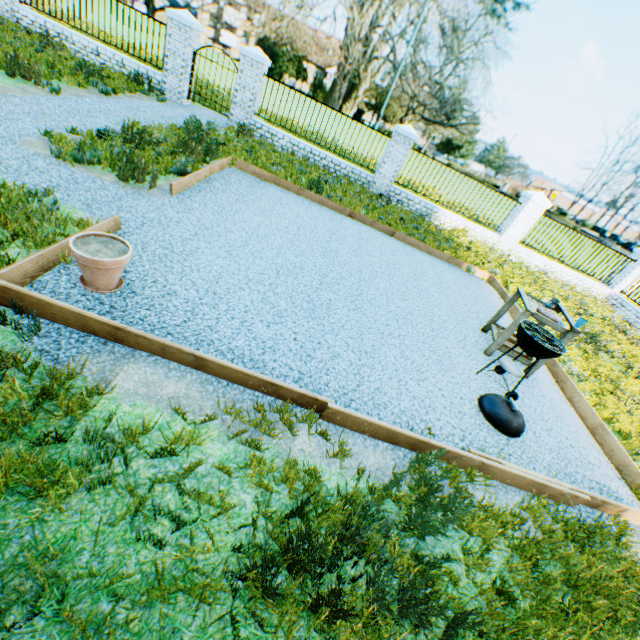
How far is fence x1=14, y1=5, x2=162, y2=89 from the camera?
10.4 meters

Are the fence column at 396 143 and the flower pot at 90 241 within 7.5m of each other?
no

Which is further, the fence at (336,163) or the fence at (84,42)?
the fence at (336,163)

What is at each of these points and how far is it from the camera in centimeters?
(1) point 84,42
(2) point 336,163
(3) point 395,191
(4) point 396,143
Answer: (1) fence, 1060cm
(2) fence, 1190cm
(3) fence, 1224cm
(4) fence column, 1127cm

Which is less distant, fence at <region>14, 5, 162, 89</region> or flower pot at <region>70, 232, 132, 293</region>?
flower pot at <region>70, 232, 132, 293</region>

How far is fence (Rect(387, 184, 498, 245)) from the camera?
12.33m

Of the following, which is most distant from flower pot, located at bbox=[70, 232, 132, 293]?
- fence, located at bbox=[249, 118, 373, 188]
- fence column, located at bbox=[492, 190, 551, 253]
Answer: fence column, located at bbox=[492, 190, 551, 253]

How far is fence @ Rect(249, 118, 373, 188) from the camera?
11.5m
